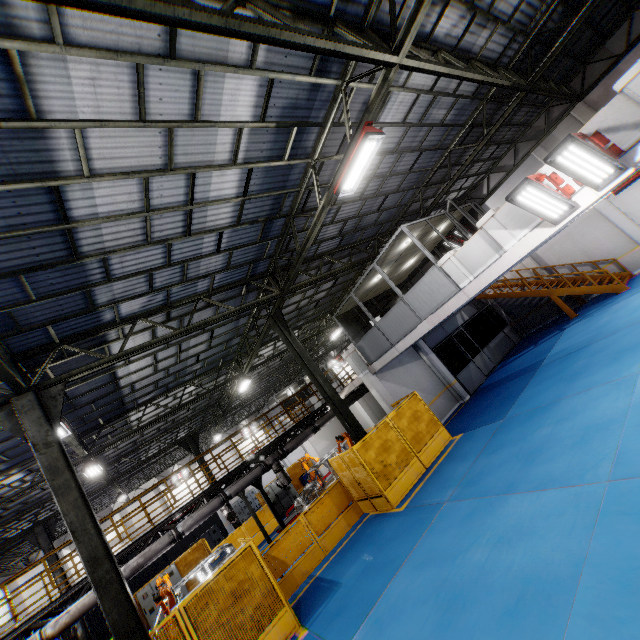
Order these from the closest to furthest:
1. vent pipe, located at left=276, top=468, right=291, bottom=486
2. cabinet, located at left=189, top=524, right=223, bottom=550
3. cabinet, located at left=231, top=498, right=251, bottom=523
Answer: vent pipe, located at left=276, top=468, right=291, bottom=486, cabinet, located at left=189, top=524, right=223, bottom=550, cabinet, located at left=231, top=498, right=251, bottom=523

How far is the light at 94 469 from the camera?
13.20m

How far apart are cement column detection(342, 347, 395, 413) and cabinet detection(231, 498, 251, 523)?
26.2m

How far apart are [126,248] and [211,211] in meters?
2.1

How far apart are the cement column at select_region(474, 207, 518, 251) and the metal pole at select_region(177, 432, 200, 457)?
20.9m

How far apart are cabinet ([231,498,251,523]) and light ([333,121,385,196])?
34.9 meters

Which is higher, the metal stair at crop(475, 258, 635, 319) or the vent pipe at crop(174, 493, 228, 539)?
the vent pipe at crop(174, 493, 228, 539)

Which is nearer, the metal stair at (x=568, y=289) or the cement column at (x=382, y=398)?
the cement column at (x=382, y=398)
